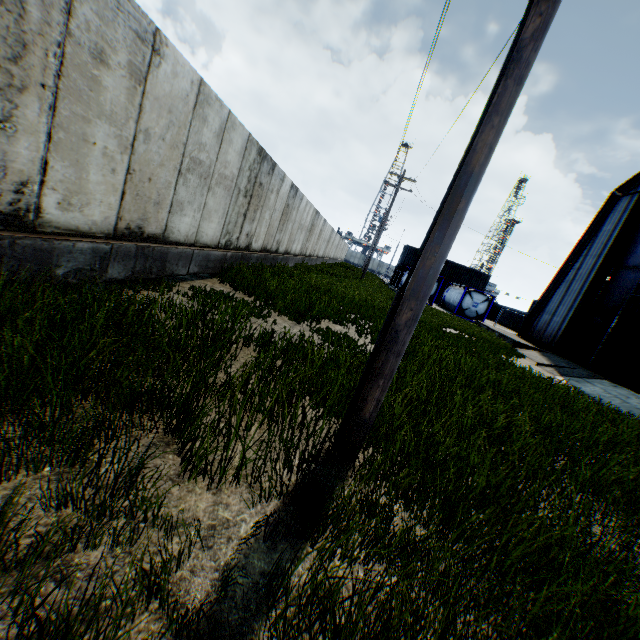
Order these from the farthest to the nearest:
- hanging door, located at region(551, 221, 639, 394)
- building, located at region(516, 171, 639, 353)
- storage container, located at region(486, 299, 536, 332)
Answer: storage container, located at region(486, 299, 536, 332)
building, located at region(516, 171, 639, 353)
hanging door, located at region(551, 221, 639, 394)

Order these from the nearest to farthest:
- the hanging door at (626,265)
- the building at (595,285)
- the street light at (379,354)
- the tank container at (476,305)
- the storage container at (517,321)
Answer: the street light at (379,354), the hanging door at (626,265), the building at (595,285), the tank container at (476,305), the storage container at (517,321)

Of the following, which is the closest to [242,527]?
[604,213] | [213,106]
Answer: [213,106]

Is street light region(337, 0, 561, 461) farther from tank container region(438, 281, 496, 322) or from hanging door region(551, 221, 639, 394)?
tank container region(438, 281, 496, 322)

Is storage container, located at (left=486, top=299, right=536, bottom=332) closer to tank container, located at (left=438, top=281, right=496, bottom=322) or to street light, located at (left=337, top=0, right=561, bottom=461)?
tank container, located at (left=438, top=281, right=496, bottom=322)

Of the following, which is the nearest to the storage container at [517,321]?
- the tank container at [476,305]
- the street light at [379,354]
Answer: the tank container at [476,305]

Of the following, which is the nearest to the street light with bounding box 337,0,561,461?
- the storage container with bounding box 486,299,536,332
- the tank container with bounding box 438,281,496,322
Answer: the tank container with bounding box 438,281,496,322

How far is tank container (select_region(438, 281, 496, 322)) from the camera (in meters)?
30.94
